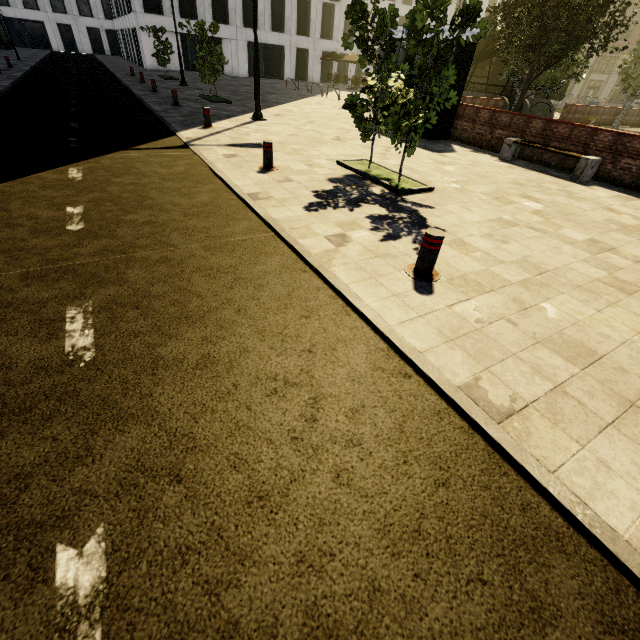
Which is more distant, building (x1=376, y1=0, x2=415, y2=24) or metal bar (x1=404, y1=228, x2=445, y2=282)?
building (x1=376, y1=0, x2=415, y2=24)

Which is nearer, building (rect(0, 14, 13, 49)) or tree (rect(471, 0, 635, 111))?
tree (rect(471, 0, 635, 111))

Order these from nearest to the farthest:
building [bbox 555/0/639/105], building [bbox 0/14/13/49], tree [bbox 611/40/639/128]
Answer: tree [bbox 611/40/639/128] < building [bbox 0/14/13/49] < building [bbox 555/0/639/105]

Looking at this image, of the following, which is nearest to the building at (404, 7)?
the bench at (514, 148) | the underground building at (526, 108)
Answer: the underground building at (526, 108)

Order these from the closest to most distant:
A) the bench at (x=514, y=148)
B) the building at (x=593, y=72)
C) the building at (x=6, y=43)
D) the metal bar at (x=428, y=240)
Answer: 1. the metal bar at (x=428, y=240)
2. the bench at (x=514, y=148)
3. the building at (x=6, y=43)
4. the building at (x=593, y=72)

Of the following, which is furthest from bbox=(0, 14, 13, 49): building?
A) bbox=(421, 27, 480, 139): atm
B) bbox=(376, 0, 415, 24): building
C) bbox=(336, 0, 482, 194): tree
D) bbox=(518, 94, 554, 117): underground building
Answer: bbox=(518, 94, 554, 117): underground building

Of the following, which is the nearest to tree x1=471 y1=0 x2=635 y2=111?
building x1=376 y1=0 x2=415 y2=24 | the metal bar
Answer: the metal bar

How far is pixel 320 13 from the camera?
34.8m
